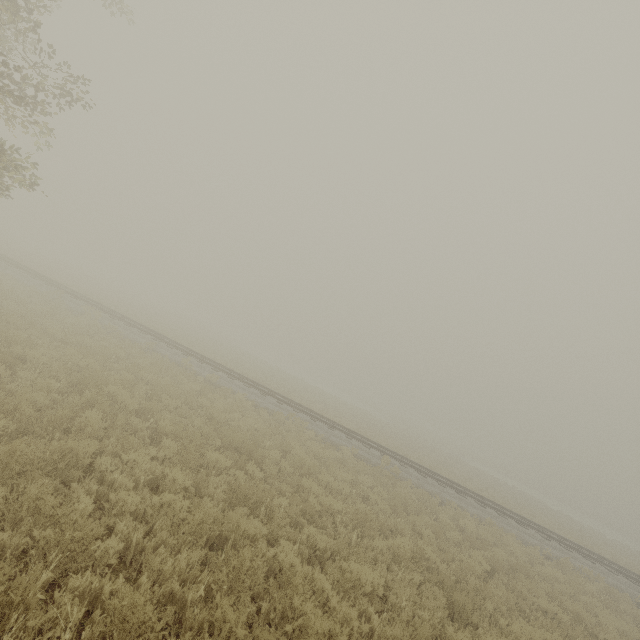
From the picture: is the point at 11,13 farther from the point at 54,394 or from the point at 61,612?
the point at 61,612
